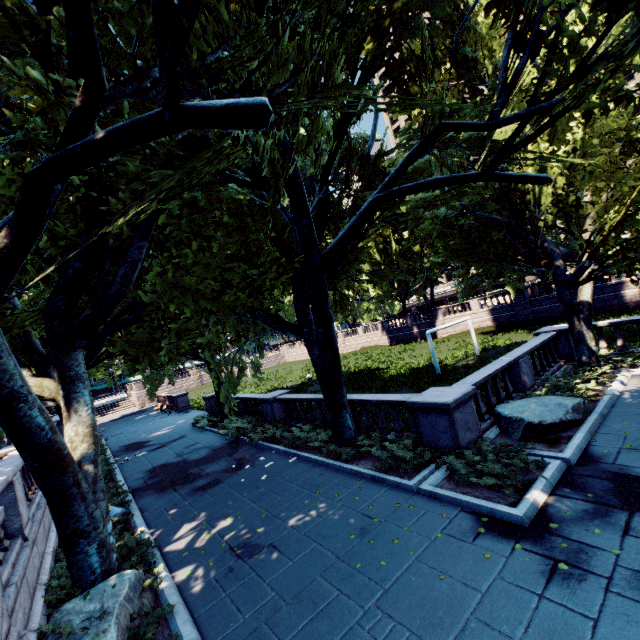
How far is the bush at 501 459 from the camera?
7.0m

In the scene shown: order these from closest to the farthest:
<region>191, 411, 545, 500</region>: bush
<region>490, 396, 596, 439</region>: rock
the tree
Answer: the tree < <region>191, 411, 545, 500</region>: bush < <region>490, 396, 596, 439</region>: rock

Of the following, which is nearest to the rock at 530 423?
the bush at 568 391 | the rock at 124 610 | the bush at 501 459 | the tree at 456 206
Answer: the bush at 568 391

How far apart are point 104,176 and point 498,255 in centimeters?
1455cm

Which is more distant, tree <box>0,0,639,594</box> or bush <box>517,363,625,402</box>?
bush <box>517,363,625,402</box>

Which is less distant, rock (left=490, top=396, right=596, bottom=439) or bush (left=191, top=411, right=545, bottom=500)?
bush (left=191, top=411, right=545, bottom=500)

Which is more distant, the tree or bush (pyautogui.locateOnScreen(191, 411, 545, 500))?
bush (pyautogui.locateOnScreen(191, 411, 545, 500))

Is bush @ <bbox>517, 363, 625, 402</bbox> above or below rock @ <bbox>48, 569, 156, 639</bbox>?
below
